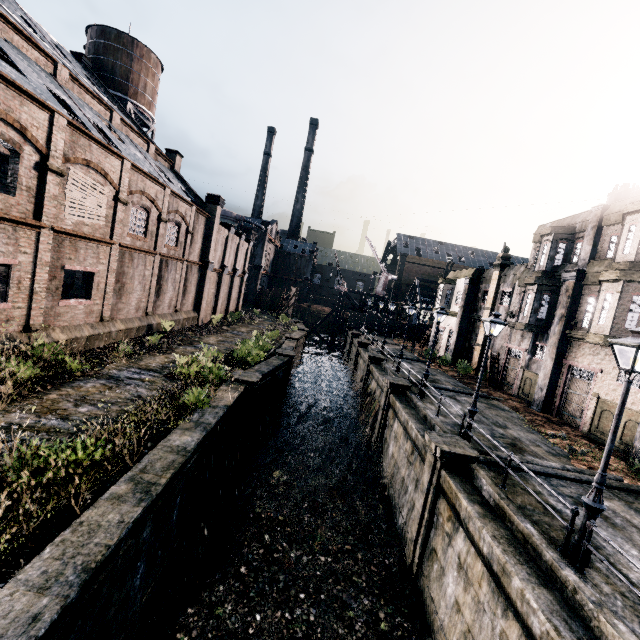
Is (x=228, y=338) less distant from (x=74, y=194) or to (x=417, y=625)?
(x=74, y=194)

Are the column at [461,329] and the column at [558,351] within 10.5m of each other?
no

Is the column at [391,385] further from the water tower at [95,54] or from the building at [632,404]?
the water tower at [95,54]

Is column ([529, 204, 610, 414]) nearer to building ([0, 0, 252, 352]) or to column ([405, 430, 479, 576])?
column ([405, 430, 479, 576])

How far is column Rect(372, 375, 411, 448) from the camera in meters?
20.8

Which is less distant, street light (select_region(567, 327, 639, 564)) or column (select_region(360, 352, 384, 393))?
street light (select_region(567, 327, 639, 564))

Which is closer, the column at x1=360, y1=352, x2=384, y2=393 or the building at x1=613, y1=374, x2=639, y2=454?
the building at x1=613, y1=374, x2=639, y2=454

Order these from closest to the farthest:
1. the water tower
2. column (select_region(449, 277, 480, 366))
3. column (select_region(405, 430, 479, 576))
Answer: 1. column (select_region(405, 430, 479, 576))
2. the water tower
3. column (select_region(449, 277, 480, 366))
